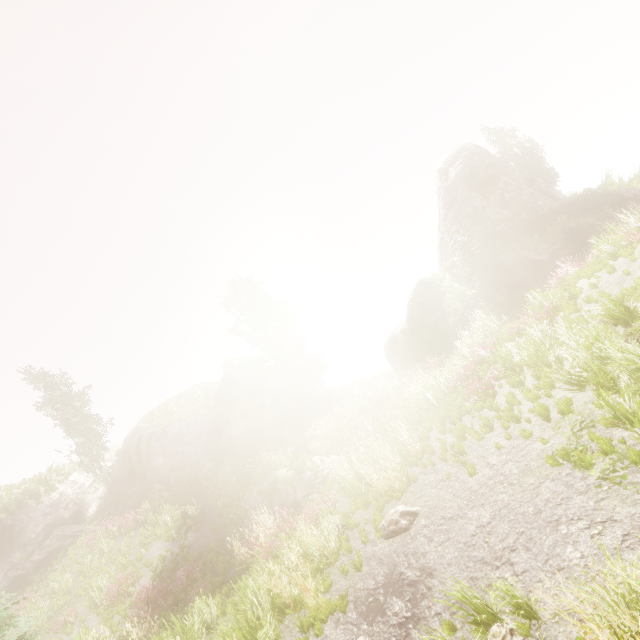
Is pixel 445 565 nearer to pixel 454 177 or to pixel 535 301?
pixel 535 301

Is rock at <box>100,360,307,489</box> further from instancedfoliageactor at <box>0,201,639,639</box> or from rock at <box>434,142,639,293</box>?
rock at <box>434,142,639,293</box>

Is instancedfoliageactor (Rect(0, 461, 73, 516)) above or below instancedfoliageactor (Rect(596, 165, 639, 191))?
above

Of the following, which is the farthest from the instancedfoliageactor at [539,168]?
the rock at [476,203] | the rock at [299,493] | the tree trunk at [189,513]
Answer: the tree trunk at [189,513]

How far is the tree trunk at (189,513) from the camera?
16.7m

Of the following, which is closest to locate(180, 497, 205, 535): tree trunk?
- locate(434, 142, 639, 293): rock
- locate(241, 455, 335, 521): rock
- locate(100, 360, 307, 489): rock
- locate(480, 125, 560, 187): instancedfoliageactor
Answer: locate(241, 455, 335, 521): rock

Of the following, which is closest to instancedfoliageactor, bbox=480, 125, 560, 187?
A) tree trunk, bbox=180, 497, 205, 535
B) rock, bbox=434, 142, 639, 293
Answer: rock, bbox=434, 142, 639, 293

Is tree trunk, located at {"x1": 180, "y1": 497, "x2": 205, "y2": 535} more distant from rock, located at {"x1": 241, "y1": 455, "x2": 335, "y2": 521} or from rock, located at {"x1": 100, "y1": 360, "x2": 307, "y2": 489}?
rock, located at {"x1": 100, "y1": 360, "x2": 307, "y2": 489}
